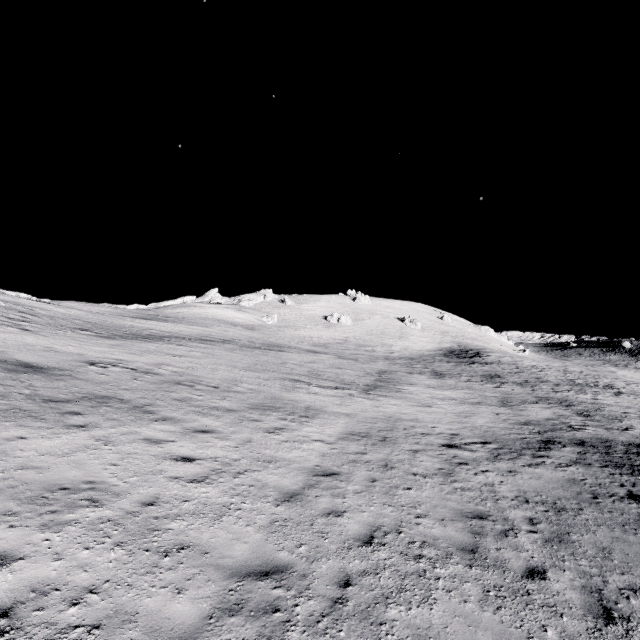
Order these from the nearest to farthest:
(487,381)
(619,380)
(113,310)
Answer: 1. (487,381)
2. (619,380)
3. (113,310)
